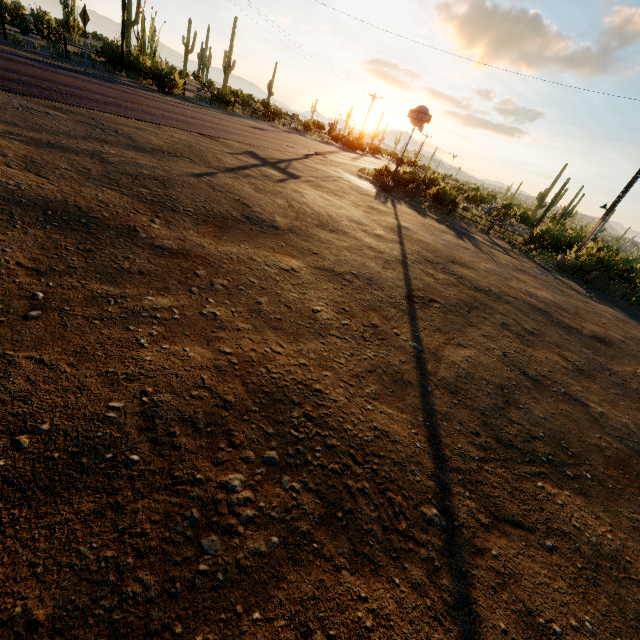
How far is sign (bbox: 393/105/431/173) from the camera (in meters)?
19.61

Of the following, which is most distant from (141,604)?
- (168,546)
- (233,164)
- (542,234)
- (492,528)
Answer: (542,234)

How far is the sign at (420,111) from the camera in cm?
1961
